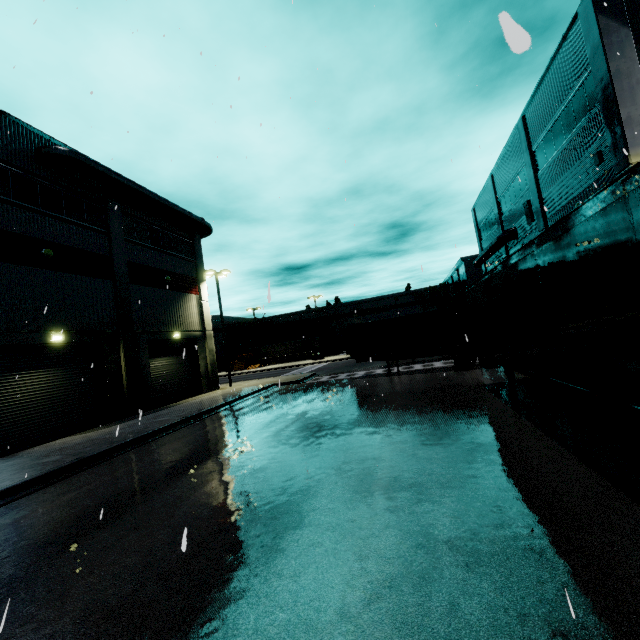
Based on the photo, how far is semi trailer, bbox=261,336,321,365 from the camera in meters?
56.6

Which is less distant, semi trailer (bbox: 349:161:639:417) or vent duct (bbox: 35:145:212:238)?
semi trailer (bbox: 349:161:639:417)

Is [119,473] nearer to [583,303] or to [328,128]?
[328,128]

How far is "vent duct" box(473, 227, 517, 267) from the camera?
25.2m

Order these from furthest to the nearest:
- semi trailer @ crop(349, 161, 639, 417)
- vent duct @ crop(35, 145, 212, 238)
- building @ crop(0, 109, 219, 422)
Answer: vent duct @ crop(35, 145, 212, 238) → building @ crop(0, 109, 219, 422) → semi trailer @ crop(349, 161, 639, 417)

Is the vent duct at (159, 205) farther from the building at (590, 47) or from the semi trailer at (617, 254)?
the semi trailer at (617, 254)

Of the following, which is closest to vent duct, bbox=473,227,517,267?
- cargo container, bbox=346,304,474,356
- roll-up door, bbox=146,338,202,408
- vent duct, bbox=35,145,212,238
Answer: roll-up door, bbox=146,338,202,408

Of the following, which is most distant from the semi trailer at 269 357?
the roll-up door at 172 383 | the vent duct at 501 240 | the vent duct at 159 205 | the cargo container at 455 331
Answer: the vent duct at 501 240
